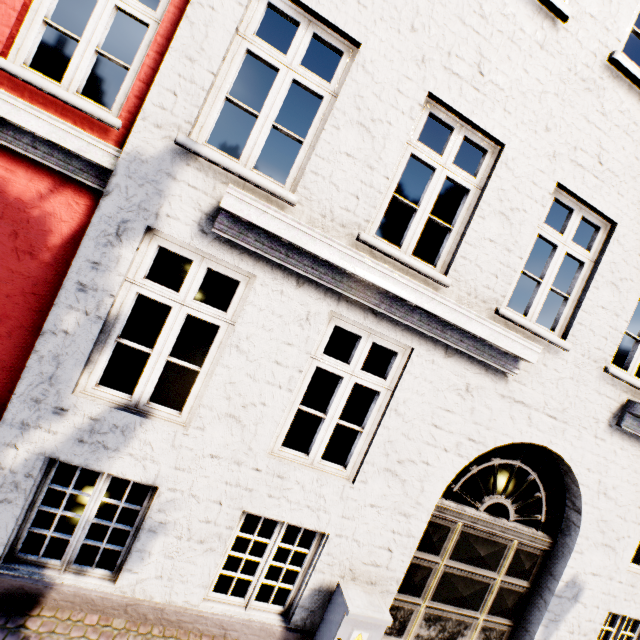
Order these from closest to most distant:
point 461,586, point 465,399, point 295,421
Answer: point 465,399 → point 461,586 → point 295,421
